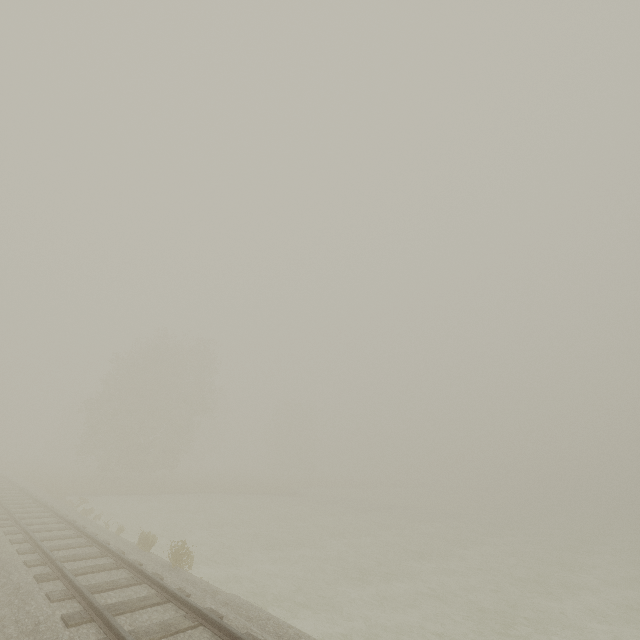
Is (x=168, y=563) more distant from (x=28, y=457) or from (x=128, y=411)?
(x=28, y=457)
